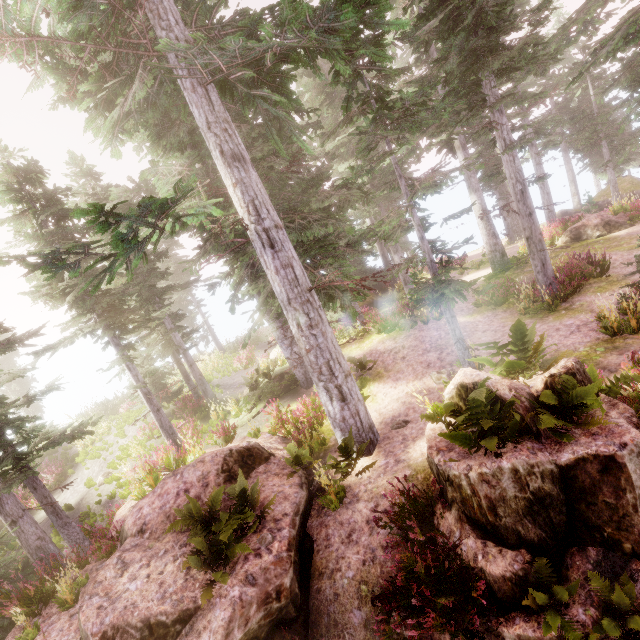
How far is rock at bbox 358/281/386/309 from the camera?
25.16m

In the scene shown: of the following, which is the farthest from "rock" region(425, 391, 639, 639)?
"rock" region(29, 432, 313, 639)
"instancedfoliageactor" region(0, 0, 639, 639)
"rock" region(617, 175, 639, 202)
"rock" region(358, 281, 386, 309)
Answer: "rock" region(617, 175, 639, 202)

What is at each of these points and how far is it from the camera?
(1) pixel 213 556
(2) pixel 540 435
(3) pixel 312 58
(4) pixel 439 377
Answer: (1) instancedfoliageactor, 5.73m
(2) rock, 5.22m
(3) instancedfoliageactor, 6.48m
(4) instancedfoliageactor, 11.06m

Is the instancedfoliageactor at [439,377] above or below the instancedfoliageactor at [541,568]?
above

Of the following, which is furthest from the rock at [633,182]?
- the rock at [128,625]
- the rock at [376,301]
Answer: the rock at [128,625]

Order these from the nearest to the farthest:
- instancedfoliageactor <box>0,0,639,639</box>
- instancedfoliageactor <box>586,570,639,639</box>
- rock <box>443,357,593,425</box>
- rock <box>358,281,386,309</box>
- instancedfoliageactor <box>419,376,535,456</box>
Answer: instancedfoliageactor <box>586,570,639,639</box> → instancedfoliageactor <box>419,376,535,456</box> → rock <box>443,357,593,425</box> → instancedfoliageactor <box>0,0,639,639</box> → rock <box>358,281,386,309</box>

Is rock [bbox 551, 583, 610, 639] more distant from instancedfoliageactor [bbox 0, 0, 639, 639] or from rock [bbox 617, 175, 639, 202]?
rock [bbox 617, 175, 639, 202]

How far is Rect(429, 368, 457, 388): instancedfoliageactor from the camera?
9.2 meters
